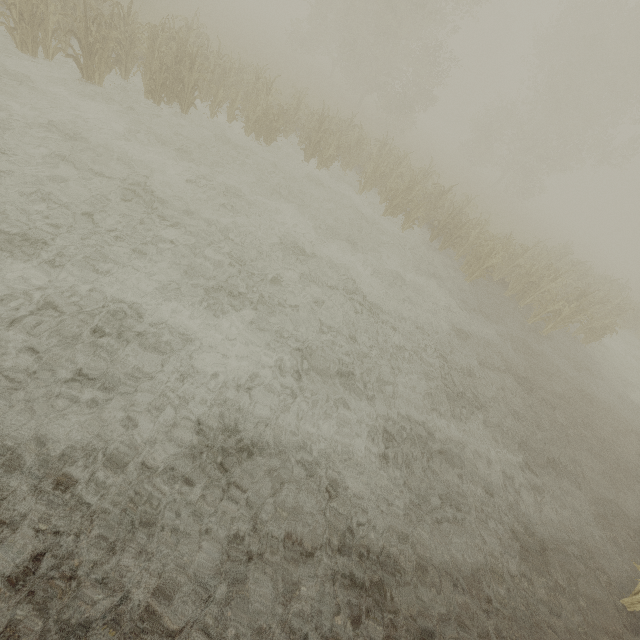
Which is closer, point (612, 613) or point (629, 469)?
point (612, 613)
